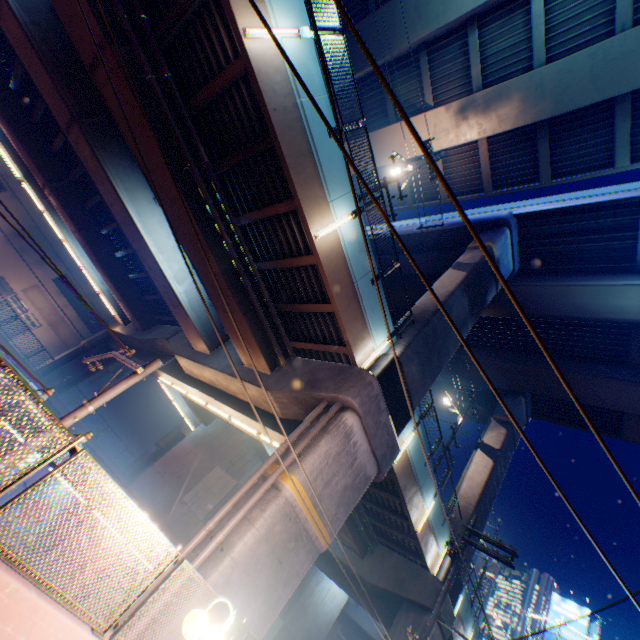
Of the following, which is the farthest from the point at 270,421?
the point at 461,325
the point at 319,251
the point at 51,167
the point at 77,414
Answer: the point at 51,167

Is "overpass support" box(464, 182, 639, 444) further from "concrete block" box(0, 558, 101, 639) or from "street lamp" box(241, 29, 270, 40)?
"concrete block" box(0, 558, 101, 639)

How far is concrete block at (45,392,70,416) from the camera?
21.8 meters

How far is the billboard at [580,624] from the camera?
27.0 meters

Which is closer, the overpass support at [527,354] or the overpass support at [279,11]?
the overpass support at [279,11]

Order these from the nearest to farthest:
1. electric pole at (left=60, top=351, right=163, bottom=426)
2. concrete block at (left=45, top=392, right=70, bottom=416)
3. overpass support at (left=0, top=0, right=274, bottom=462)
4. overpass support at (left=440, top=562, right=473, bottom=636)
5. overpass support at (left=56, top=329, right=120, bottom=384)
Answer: electric pole at (left=60, top=351, right=163, bottom=426) < overpass support at (left=0, top=0, right=274, bottom=462) < overpass support at (left=440, top=562, right=473, bottom=636) < concrete block at (left=45, top=392, right=70, bottom=416) < overpass support at (left=56, top=329, right=120, bottom=384)

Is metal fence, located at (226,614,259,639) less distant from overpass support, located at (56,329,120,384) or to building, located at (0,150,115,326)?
overpass support, located at (56,329,120,384)
